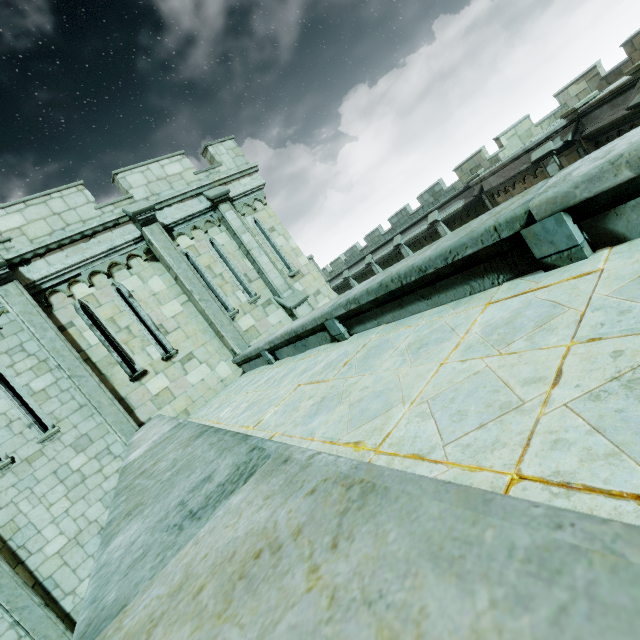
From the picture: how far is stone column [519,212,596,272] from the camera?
2.3 meters

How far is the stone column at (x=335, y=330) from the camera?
5.0m

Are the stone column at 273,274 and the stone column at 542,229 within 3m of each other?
no

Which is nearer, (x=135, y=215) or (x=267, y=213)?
(x=135, y=215)

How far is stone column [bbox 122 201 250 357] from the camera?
9.21m

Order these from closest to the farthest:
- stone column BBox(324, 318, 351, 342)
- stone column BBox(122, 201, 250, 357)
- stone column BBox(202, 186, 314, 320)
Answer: stone column BBox(324, 318, 351, 342) < stone column BBox(122, 201, 250, 357) < stone column BBox(202, 186, 314, 320)

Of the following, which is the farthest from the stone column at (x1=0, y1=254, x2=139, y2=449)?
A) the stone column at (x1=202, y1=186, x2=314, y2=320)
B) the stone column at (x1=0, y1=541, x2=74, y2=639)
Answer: the stone column at (x1=202, y1=186, x2=314, y2=320)

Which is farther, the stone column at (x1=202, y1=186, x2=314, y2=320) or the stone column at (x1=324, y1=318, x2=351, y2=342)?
the stone column at (x1=202, y1=186, x2=314, y2=320)
